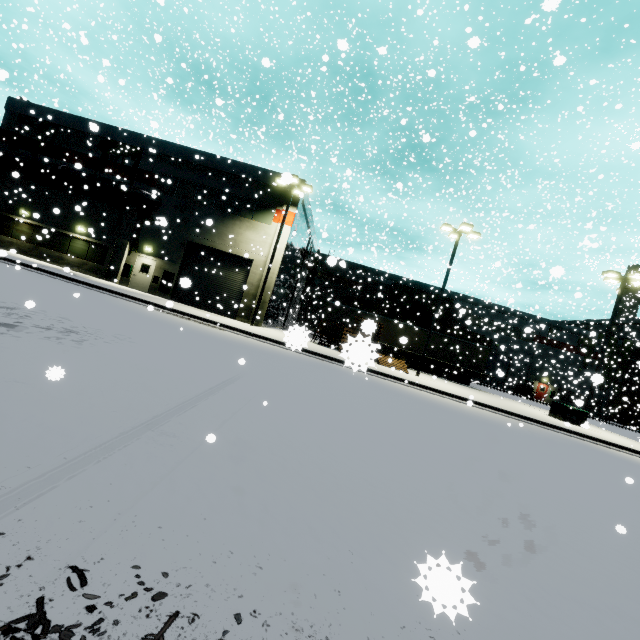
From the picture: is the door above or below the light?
below

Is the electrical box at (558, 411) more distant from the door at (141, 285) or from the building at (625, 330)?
the door at (141, 285)

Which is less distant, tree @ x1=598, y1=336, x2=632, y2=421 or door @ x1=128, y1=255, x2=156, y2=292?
door @ x1=128, y1=255, x2=156, y2=292

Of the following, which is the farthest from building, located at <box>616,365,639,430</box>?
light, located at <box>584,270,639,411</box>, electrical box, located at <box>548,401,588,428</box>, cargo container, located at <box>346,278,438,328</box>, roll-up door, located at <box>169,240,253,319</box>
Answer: light, located at <box>584,270,639,411</box>

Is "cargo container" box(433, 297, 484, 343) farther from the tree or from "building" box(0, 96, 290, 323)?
the tree

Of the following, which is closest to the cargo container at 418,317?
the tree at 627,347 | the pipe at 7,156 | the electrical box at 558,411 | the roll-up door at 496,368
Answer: the roll-up door at 496,368

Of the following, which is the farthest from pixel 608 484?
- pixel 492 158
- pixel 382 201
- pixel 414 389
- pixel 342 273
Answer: pixel 342 273

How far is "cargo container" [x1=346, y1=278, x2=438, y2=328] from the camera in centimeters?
3334cm
